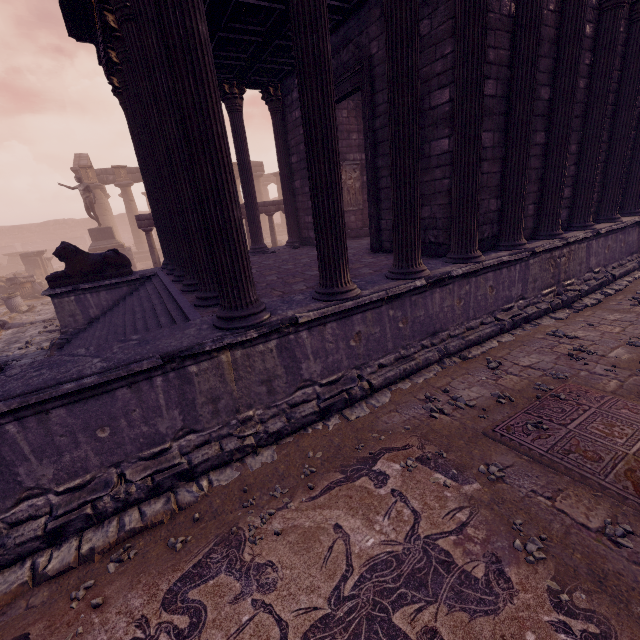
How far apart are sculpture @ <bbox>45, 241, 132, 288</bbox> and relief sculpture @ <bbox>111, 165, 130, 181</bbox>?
20.6m

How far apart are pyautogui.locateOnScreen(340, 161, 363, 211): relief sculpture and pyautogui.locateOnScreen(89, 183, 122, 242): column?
24.62m

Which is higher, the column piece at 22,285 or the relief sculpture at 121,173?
the relief sculpture at 121,173

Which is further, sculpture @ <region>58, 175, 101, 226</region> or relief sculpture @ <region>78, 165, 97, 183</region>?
relief sculpture @ <region>78, 165, 97, 183</region>

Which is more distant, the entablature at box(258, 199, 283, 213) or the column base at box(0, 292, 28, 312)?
the entablature at box(258, 199, 283, 213)

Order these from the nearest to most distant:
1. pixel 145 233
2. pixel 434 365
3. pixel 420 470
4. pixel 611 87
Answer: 1. pixel 420 470
2. pixel 434 365
3. pixel 611 87
4. pixel 145 233

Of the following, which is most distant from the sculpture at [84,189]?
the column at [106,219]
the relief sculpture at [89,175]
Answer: the column at [106,219]

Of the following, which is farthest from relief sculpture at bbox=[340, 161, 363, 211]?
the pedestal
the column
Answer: the column
